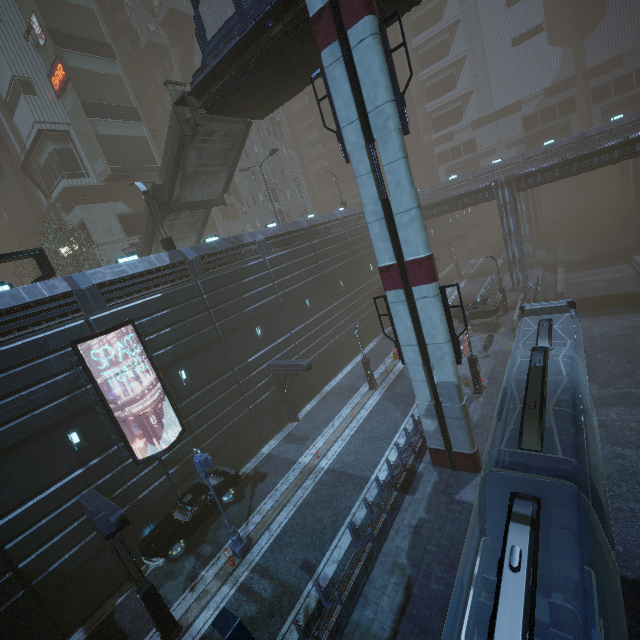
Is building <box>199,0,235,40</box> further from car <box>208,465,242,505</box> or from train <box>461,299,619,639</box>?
car <box>208,465,242,505</box>

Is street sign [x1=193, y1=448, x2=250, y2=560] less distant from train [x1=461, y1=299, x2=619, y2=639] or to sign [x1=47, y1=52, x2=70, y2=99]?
train [x1=461, y1=299, x2=619, y2=639]

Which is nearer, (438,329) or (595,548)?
(595,548)

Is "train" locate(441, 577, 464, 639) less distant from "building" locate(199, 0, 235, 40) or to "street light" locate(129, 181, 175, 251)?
"building" locate(199, 0, 235, 40)

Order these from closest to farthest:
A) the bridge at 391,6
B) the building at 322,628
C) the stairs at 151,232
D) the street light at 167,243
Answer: the building at 322,628
the bridge at 391,6
the street light at 167,243
the stairs at 151,232

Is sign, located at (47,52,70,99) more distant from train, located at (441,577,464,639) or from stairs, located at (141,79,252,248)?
train, located at (441,577,464,639)

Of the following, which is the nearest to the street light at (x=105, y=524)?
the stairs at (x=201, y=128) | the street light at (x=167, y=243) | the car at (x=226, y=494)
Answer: the car at (x=226, y=494)

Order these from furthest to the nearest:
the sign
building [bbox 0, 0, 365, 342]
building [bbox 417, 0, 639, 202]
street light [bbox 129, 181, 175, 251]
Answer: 1. building [bbox 417, 0, 639, 202]
2. the sign
3. street light [bbox 129, 181, 175, 251]
4. building [bbox 0, 0, 365, 342]
